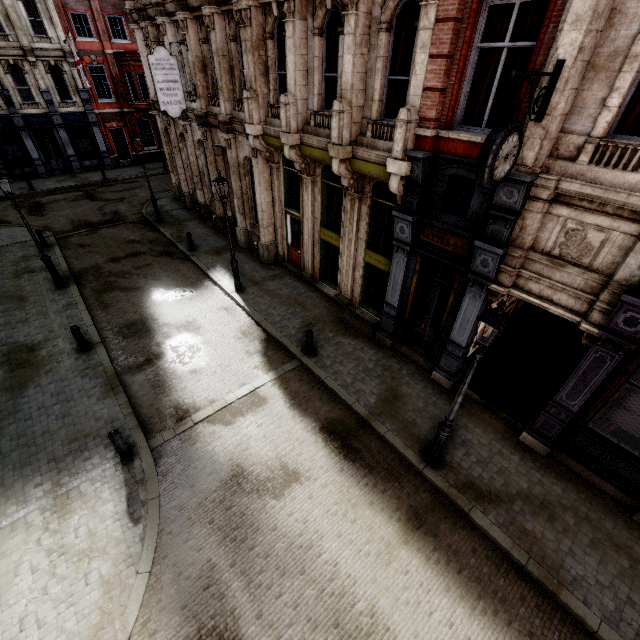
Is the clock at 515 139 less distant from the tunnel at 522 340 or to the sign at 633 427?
the tunnel at 522 340

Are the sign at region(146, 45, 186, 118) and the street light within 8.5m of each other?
no

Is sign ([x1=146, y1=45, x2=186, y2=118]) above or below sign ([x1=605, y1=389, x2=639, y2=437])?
above

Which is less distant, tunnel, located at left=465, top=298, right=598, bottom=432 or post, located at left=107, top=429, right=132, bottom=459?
post, located at left=107, top=429, right=132, bottom=459

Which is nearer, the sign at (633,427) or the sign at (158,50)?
the sign at (633,427)

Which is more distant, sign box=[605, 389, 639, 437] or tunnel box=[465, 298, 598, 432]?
tunnel box=[465, 298, 598, 432]

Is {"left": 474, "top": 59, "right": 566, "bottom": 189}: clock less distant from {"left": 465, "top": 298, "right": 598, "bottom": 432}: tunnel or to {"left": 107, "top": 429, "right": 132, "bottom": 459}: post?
{"left": 465, "top": 298, "right": 598, "bottom": 432}: tunnel

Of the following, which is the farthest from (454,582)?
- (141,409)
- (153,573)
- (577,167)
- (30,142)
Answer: (30,142)
